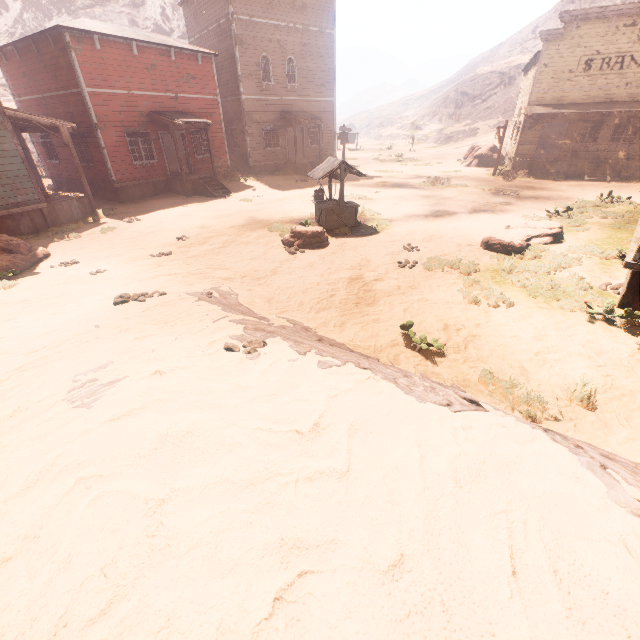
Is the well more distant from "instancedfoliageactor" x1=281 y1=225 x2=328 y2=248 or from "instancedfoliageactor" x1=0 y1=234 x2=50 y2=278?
"instancedfoliageactor" x1=0 y1=234 x2=50 y2=278

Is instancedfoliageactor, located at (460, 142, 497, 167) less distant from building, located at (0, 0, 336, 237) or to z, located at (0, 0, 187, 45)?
building, located at (0, 0, 336, 237)

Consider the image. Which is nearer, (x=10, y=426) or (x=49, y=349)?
(x=10, y=426)

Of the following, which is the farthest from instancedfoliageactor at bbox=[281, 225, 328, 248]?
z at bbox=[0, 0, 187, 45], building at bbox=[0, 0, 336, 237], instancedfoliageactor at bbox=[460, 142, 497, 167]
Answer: z at bbox=[0, 0, 187, 45]

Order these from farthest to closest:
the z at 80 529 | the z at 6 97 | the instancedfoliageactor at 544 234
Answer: the z at 6 97 → the instancedfoliageactor at 544 234 → the z at 80 529

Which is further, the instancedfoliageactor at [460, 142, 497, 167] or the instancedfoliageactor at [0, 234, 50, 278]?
the instancedfoliageactor at [460, 142, 497, 167]

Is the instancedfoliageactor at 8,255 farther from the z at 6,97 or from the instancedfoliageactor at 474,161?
the instancedfoliageactor at 474,161

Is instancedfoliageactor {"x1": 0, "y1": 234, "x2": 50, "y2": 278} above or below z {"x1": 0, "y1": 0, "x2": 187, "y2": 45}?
below
